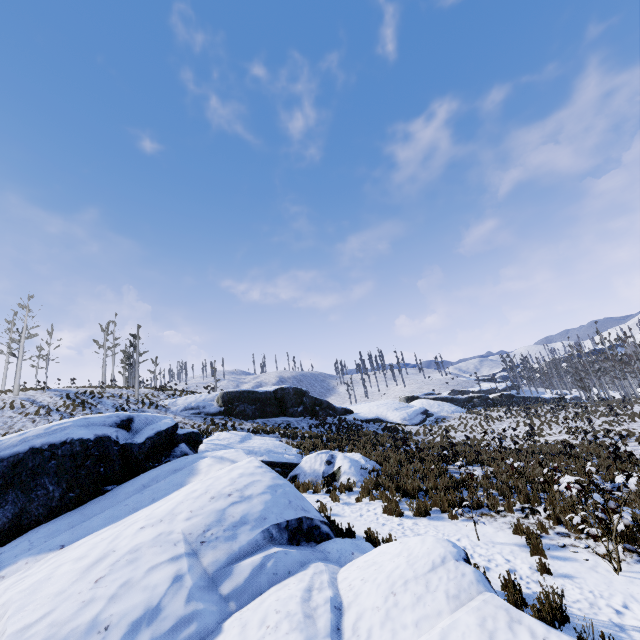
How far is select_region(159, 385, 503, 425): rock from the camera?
26.6m

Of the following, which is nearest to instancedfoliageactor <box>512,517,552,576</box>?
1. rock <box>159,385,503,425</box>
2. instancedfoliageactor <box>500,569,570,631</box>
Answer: instancedfoliageactor <box>500,569,570,631</box>

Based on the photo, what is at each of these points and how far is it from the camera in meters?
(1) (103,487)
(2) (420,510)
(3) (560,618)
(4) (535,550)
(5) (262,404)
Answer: (1) rock, 7.5 m
(2) instancedfoliageactor, 9.2 m
(3) instancedfoliageactor, 4.8 m
(4) instancedfoliageactor, 6.7 m
(5) rock, 27.3 m

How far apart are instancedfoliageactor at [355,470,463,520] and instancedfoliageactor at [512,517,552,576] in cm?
371

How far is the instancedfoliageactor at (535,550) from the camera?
6.1m

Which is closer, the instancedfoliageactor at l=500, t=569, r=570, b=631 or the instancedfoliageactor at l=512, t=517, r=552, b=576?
the instancedfoliageactor at l=500, t=569, r=570, b=631

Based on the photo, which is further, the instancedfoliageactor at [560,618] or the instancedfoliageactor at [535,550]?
the instancedfoliageactor at [535,550]

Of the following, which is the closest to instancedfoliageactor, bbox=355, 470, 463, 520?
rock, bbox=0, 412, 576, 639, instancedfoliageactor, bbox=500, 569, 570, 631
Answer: rock, bbox=0, 412, 576, 639
